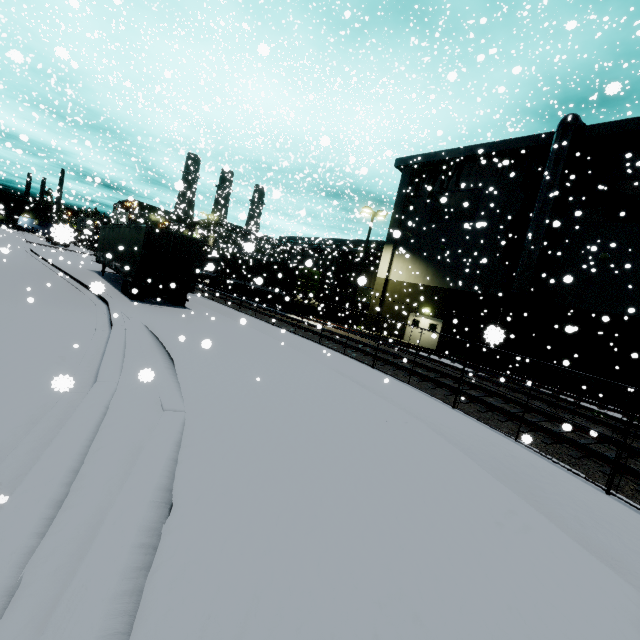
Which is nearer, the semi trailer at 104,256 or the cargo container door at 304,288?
the semi trailer at 104,256

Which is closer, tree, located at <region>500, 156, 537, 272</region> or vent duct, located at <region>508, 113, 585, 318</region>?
vent duct, located at <region>508, 113, 585, 318</region>

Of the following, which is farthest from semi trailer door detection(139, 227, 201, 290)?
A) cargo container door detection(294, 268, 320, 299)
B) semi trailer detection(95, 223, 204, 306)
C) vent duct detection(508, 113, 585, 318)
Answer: cargo container door detection(294, 268, 320, 299)

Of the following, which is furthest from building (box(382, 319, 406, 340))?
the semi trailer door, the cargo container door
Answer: the semi trailer door

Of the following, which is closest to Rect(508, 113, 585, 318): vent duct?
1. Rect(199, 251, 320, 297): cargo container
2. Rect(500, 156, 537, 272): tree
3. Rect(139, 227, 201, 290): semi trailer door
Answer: Rect(500, 156, 537, 272): tree

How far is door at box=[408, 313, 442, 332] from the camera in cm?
2553

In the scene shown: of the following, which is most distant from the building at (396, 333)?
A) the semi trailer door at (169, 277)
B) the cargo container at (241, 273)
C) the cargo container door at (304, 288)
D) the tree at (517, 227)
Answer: the semi trailer door at (169, 277)

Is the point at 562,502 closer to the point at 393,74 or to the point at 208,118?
the point at 208,118
